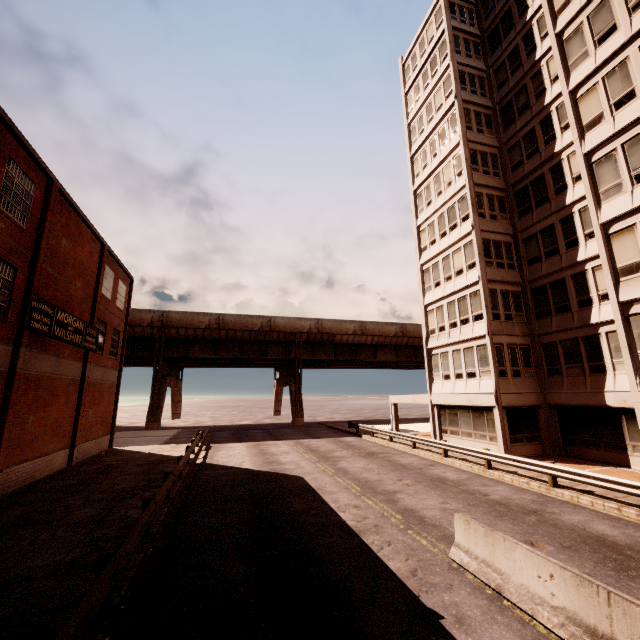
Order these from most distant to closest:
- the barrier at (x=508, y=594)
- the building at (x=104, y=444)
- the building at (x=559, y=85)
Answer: the building at (x=559, y=85)
the building at (x=104, y=444)
the barrier at (x=508, y=594)

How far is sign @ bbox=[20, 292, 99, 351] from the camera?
13.70m

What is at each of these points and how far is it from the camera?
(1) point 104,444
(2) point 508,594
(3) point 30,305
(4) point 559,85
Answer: (1) building, 24.27m
(2) barrier, 6.25m
(3) sign, 13.72m
(4) building, 20.70m

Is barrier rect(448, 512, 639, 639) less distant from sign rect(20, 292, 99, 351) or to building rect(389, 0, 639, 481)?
building rect(389, 0, 639, 481)

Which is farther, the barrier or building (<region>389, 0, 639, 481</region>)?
building (<region>389, 0, 639, 481</region>)

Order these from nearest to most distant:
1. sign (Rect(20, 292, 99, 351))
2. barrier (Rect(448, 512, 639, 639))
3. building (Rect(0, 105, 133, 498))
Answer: barrier (Rect(448, 512, 639, 639)) < building (Rect(0, 105, 133, 498)) < sign (Rect(20, 292, 99, 351))

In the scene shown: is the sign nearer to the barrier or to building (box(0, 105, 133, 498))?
building (box(0, 105, 133, 498))

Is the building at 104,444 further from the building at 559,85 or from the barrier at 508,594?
the building at 559,85
